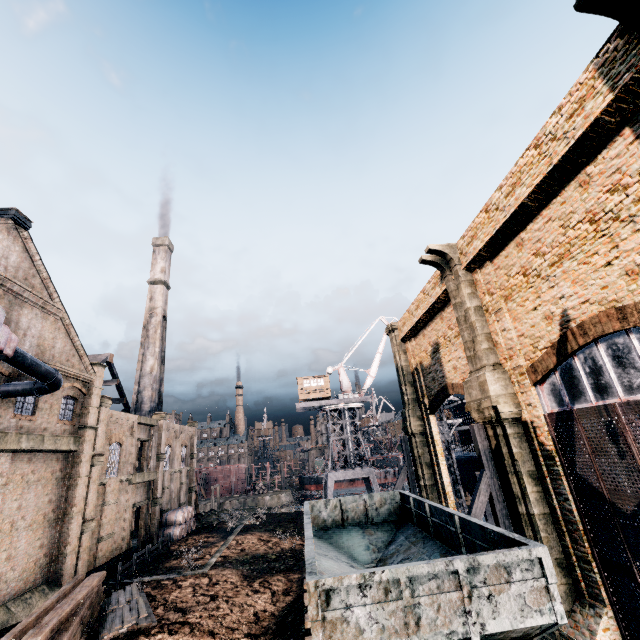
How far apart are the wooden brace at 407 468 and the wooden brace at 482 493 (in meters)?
11.68

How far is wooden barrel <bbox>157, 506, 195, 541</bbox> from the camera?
34.2m

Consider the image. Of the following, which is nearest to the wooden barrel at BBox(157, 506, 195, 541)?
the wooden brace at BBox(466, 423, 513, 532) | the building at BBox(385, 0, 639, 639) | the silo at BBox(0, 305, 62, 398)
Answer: the building at BBox(385, 0, 639, 639)

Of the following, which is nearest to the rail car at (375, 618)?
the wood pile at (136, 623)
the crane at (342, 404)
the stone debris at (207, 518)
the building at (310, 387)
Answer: the wood pile at (136, 623)

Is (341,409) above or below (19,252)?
below

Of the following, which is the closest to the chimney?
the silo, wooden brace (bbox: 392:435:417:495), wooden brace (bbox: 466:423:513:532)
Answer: the silo

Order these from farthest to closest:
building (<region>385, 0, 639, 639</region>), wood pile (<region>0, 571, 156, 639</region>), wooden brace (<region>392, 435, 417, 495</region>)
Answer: wooden brace (<region>392, 435, 417, 495</region>)
wood pile (<region>0, 571, 156, 639</region>)
building (<region>385, 0, 639, 639</region>)

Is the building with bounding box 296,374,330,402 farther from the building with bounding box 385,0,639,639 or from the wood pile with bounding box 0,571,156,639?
the wood pile with bounding box 0,571,156,639
